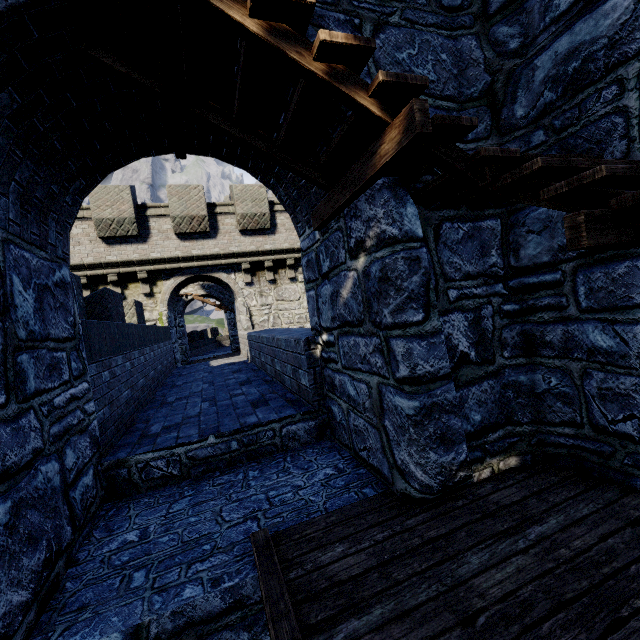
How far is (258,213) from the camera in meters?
13.4
